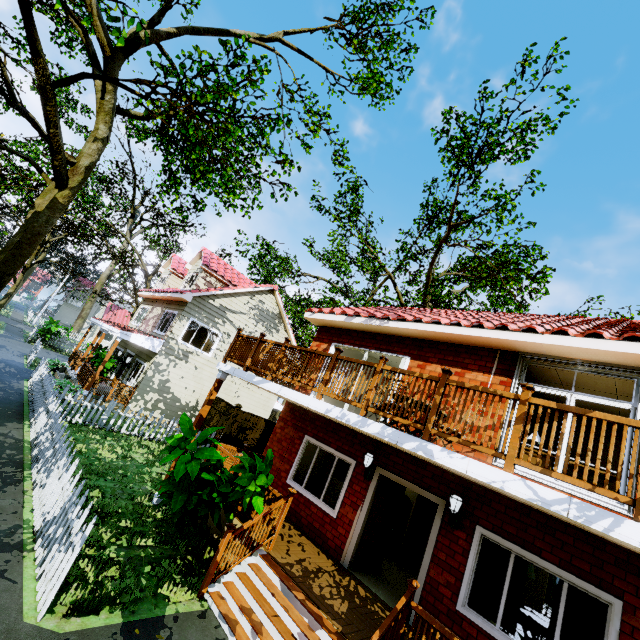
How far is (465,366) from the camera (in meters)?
7.63

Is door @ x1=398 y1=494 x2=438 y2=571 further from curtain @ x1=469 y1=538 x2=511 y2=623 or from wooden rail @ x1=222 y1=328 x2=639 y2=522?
wooden rail @ x1=222 y1=328 x2=639 y2=522

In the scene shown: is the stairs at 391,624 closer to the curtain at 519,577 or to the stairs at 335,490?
the curtain at 519,577

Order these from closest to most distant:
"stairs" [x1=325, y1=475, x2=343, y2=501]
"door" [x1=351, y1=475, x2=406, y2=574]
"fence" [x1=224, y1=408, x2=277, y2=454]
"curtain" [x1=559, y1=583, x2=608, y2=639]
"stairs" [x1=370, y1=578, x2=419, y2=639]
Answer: "stairs" [x1=370, y1=578, x2=419, y2=639]
"curtain" [x1=559, y1=583, x2=608, y2=639]
"door" [x1=351, y1=475, x2=406, y2=574]
"stairs" [x1=325, y1=475, x2=343, y2=501]
"fence" [x1=224, y1=408, x2=277, y2=454]

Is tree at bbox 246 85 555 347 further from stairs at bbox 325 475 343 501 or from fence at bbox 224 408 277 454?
stairs at bbox 325 475 343 501

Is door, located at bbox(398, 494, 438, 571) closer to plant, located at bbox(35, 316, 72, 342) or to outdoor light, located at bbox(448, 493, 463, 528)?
outdoor light, located at bbox(448, 493, 463, 528)

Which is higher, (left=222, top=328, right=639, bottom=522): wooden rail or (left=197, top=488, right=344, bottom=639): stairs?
(left=222, top=328, right=639, bottom=522): wooden rail

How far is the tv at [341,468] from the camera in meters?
11.4 m
